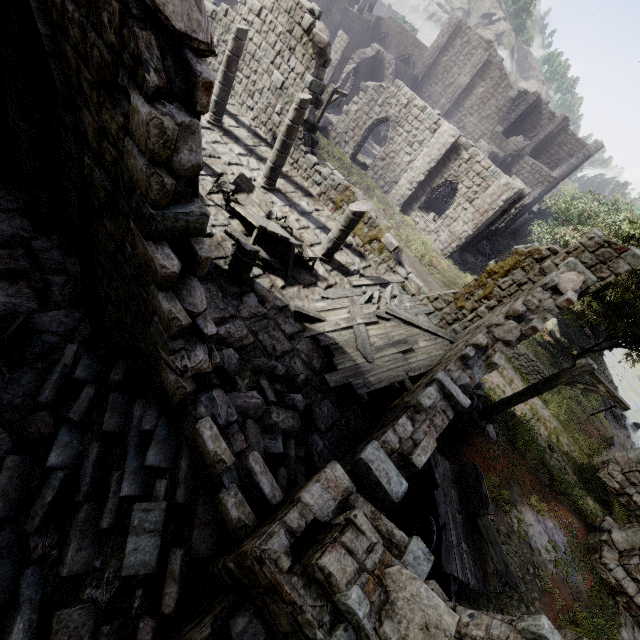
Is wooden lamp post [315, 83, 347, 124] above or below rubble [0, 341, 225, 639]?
above

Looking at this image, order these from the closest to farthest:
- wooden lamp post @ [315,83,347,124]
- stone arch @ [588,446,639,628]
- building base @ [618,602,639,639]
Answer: building base @ [618,602,639,639]
stone arch @ [588,446,639,628]
wooden lamp post @ [315,83,347,124]

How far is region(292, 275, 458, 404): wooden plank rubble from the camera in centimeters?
811cm

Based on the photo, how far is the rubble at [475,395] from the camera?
12.6 meters

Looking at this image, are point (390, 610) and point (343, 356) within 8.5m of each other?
yes

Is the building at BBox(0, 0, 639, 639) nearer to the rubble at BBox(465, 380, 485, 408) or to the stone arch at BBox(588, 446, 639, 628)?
the stone arch at BBox(588, 446, 639, 628)

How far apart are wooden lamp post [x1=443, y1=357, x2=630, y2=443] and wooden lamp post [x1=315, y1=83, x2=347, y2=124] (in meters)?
14.12

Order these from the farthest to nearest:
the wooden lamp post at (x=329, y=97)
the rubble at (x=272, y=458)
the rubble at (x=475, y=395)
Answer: the wooden lamp post at (x=329, y=97) → the rubble at (x=475, y=395) → the rubble at (x=272, y=458)
